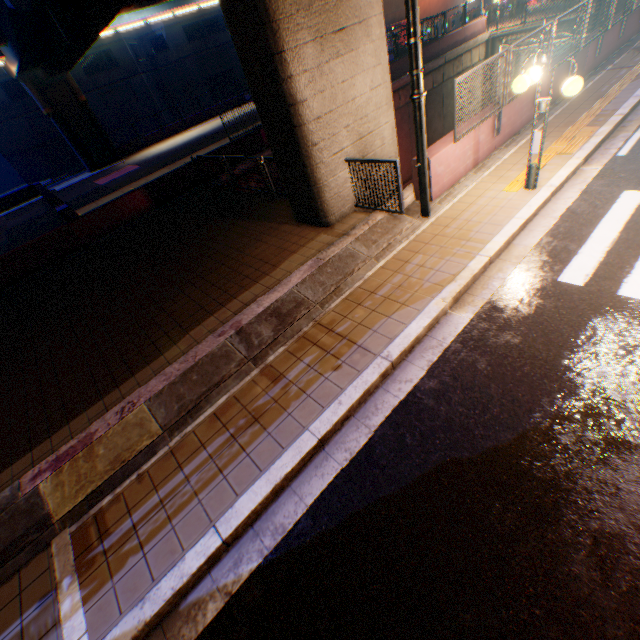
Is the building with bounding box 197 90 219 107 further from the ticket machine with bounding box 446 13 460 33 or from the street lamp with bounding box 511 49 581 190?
the street lamp with bounding box 511 49 581 190

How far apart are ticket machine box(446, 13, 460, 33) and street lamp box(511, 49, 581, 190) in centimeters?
3230cm

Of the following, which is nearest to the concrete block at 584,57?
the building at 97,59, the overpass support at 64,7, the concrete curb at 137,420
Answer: the concrete curb at 137,420

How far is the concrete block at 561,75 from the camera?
9.6m

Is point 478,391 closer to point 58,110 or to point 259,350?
point 259,350

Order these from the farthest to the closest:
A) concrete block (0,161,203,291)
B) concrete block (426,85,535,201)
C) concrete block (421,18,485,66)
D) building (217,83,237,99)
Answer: building (217,83,237,99), concrete block (421,18,485,66), concrete block (0,161,203,291), concrete block (426,85,535,201)

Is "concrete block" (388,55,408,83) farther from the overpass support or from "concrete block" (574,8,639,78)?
"concrete block" (574,8,639,78)

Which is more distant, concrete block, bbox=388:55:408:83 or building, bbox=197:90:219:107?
building, bbox=197:90:219:107
